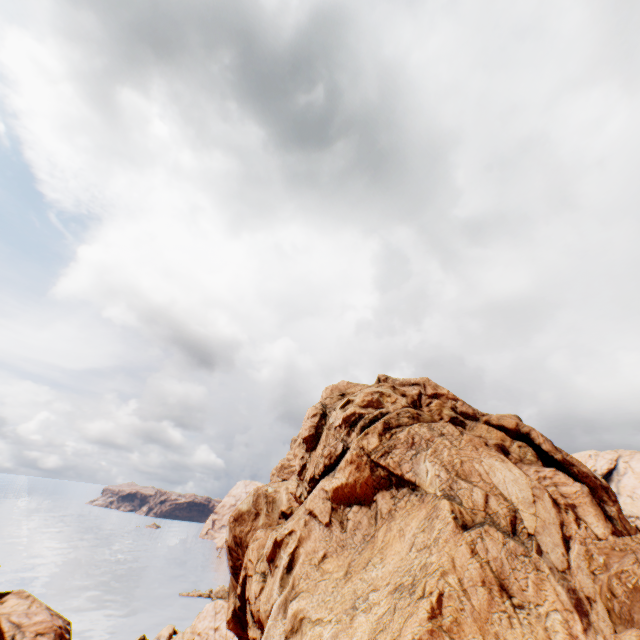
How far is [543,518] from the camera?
21.5 meters

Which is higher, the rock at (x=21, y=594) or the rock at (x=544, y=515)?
the rock at (x=544, y=515)

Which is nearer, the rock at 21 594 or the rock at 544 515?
the rock at 544 515

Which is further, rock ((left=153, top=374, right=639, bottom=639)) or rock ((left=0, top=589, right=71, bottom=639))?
rock ((left=0, top=589, right=71, bottom=639))

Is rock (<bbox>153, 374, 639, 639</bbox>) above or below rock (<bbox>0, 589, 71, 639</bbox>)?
above
